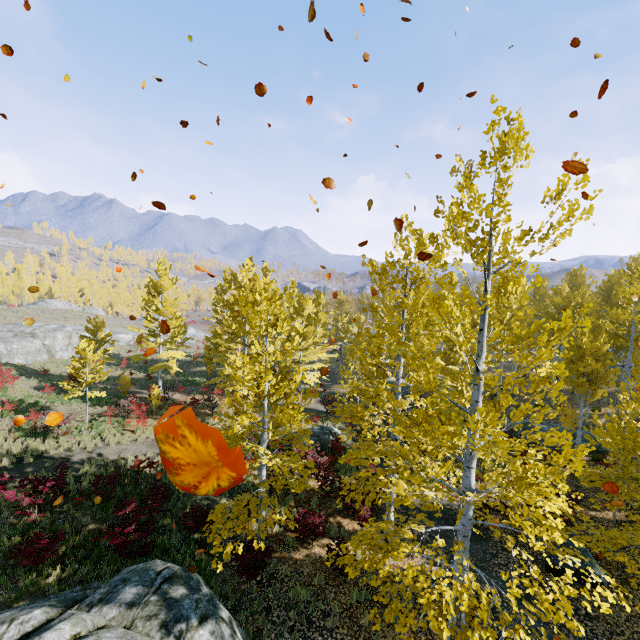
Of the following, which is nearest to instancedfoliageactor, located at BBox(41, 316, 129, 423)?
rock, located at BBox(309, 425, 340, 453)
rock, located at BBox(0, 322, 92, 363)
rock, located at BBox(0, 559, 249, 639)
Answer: rock, located at BBox(0, 559, 249, 639)

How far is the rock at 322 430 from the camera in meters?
18.6 m

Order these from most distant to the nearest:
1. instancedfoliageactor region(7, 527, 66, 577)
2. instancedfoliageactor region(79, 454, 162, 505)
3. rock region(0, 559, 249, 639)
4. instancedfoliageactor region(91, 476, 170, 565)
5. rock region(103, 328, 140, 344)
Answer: rock region(103, 328, 140, 344) < instancedfoliageactor region(79, 454, 162, 505) < instancedfoliageactor region(91, 476, 170, 565) < instancedfoliageactor region(7, 527, 66, 577) < rock region(0, 559, 249, 639)

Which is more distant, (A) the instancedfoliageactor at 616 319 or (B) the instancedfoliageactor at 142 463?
(B) the instancedfoliageactor at 142 463

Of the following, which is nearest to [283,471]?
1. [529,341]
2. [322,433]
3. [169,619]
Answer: [169,619]

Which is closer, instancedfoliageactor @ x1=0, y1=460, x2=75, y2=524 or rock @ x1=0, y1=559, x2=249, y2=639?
rock @ x1=0, y1=559, x2=249, y2=639

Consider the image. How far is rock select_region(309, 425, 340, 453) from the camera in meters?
18.6
